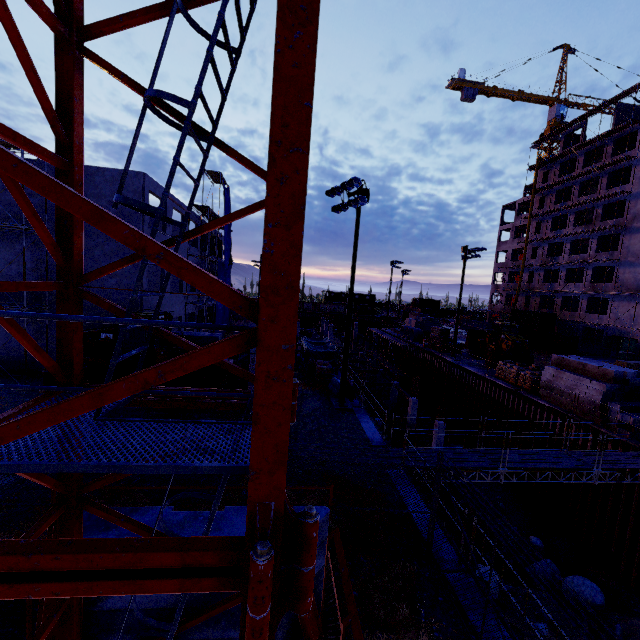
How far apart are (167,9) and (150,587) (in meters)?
4.92

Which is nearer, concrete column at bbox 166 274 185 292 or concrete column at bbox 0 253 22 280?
concrete column at bbox 0 253 22 280

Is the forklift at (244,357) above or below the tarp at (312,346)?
above

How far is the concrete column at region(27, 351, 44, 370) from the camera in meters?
18.1 m

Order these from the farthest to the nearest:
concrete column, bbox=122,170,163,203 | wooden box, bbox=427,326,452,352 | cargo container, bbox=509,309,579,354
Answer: cargo container, bbox=509,309,579,354
wooden box, bbox=427,326,452,352
concrete column, bbox=122,170,163,203

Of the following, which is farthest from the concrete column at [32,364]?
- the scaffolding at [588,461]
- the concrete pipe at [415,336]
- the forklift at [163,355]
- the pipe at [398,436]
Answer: the concrete pipe at [415,336]

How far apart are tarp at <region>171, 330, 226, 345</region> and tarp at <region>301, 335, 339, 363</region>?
5.8m
